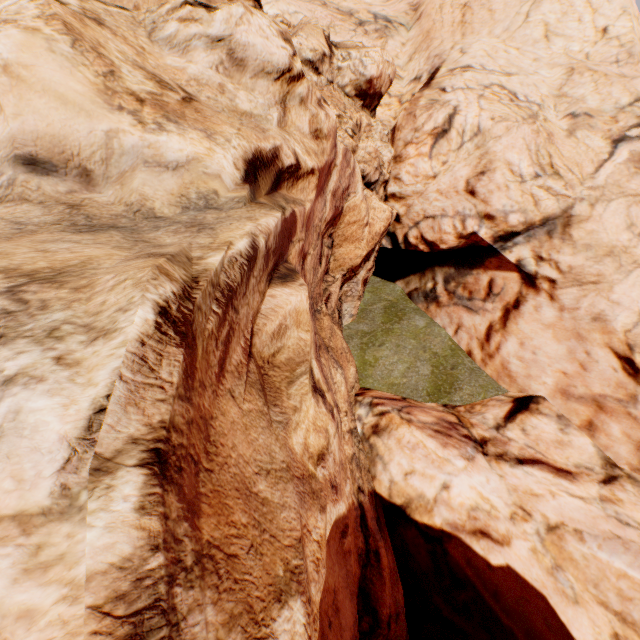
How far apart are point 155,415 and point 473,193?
13.7 meters
